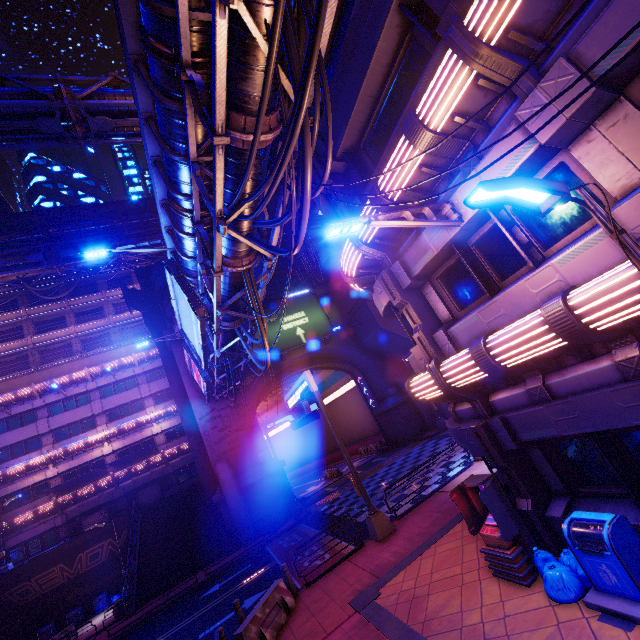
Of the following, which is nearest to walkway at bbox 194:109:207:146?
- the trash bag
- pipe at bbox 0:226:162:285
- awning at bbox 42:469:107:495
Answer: the trash bag

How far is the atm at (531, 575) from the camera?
6.7 meters

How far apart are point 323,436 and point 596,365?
45.1m

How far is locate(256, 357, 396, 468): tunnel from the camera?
34.44m

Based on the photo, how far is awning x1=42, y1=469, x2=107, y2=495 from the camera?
29.7m

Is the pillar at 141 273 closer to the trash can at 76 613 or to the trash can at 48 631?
the trash can at 76 613

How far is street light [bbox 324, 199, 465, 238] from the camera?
5.9 meters

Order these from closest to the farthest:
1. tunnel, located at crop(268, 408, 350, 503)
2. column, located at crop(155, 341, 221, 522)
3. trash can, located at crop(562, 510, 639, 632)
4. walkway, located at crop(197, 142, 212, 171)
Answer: trash can, located at crop(562, 510, 639, 632), walkway, located at crop(197, 142, 212, 171), column, located at crop(155, 341, 221, 522), tunnel, located at crop(268, 408, 350, 503)
